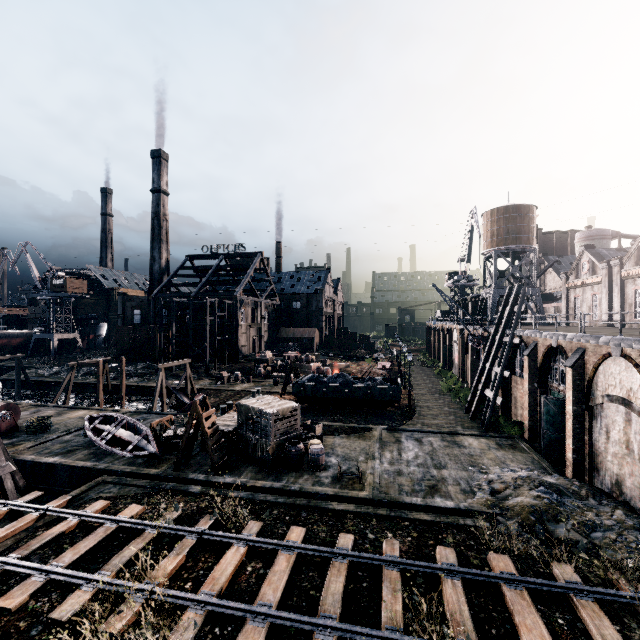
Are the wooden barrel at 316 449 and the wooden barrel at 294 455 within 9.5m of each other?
yes

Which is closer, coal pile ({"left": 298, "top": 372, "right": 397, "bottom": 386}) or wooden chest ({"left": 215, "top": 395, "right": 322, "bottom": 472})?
wooden chest ({"left": 215, "top": 395, "right": 322, "bottom": 472})

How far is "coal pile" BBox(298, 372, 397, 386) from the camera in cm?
3234

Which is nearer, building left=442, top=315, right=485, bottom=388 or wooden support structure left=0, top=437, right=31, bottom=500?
wooden support structure left=0, top=437, right=31, bottom=500

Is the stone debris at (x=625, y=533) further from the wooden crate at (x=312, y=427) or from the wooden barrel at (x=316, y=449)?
the wooden crate at (x=312, y=427)

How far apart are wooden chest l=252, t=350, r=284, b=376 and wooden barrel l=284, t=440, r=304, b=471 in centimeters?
3270cm

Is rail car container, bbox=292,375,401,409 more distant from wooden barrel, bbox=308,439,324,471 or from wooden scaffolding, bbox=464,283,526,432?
wooden barrel, bbox=308,439,324,471

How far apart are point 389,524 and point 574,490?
9.82m
